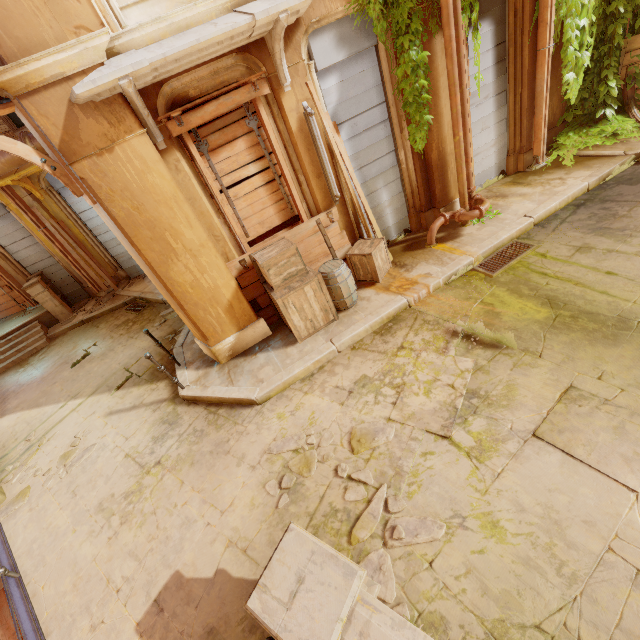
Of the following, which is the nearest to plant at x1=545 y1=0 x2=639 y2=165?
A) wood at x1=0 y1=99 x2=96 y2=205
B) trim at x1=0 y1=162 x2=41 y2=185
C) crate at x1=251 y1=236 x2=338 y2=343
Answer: crate at x1=251 y1=236 x2=338 y2=343

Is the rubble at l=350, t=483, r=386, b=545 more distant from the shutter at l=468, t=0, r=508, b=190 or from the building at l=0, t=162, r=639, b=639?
the shutter at l=468, t=0, r=508, b=190

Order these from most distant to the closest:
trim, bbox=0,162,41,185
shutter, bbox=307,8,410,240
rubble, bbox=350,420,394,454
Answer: trim, bbox=0,162,41,185 → shutter, bbox=307,8,410,240 → rubble, bbox=350,420,394,454

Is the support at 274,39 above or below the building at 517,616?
above

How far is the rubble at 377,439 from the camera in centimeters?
385cm

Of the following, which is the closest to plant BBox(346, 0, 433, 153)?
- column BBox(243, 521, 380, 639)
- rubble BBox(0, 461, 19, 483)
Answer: column BBox(243, 521, 380, 639)

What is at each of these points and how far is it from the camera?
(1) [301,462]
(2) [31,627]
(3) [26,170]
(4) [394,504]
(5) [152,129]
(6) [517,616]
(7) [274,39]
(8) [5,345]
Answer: (1) rubble, 4.02m
(2) metal trim, 3.60m
(3) trim, 8.99m
(4) rubble, 3.27m
(5) support, 4.21m
(6) building, 2.43m
(7) support, 4.23m
(8) stairs, 10.52m

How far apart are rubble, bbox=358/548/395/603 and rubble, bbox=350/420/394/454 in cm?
13
